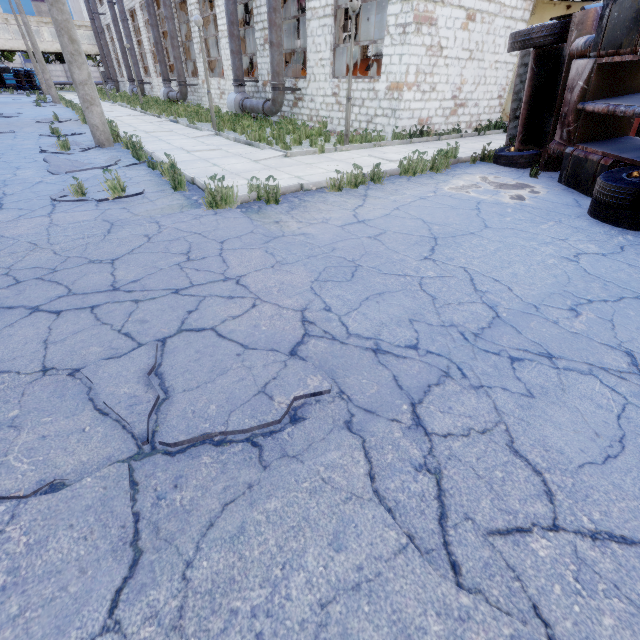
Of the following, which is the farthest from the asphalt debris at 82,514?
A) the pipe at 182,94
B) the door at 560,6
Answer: the pipe at 182,94

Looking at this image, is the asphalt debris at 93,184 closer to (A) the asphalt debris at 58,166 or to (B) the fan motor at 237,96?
(A) the asphalt debris at 58,166

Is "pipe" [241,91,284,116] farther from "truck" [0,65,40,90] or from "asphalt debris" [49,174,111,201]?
"truck" [0,65,40,90]

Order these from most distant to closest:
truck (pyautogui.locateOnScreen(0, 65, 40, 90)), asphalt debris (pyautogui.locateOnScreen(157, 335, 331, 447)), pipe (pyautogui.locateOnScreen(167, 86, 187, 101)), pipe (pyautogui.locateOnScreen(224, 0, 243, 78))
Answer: truck (pyautogui.locateOnScreen(0, 65, 40, 90)), pipe (pyautogui.locateOnScreen(167, 86, 187, 101)), pipe (pyautogui.locateOnScreen(224, 0, 243, 78)), asphalt debris (pyautogui.locateOnScreen(157, 335, 331, 447))

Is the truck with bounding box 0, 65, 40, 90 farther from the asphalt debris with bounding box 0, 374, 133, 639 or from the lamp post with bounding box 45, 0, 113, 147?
the asphalt debris with bounding box 0, 374, 133, 639

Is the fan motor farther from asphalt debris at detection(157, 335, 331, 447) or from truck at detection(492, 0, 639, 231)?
asphalt debris at detection(157, 335, 331, 447)

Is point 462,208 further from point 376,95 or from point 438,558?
point 376,95

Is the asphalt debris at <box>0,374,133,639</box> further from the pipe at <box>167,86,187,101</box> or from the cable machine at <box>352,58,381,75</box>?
→ the pipe at <box>167,86,187,101</box>
